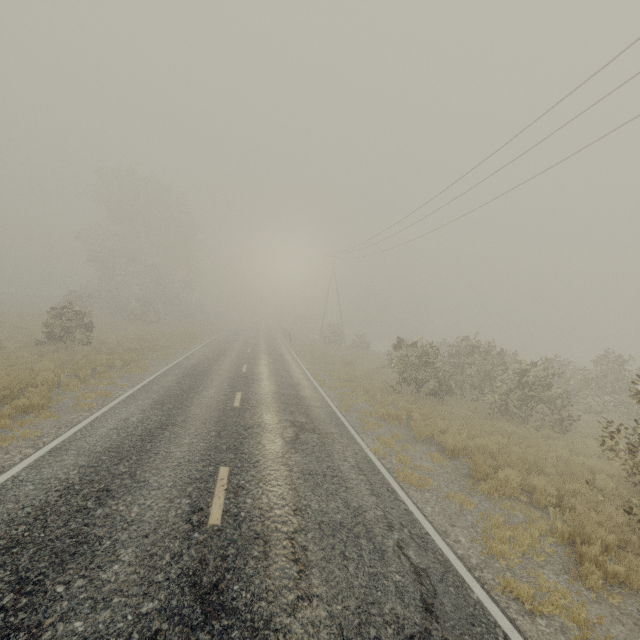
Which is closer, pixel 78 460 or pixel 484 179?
pixel 78 460
